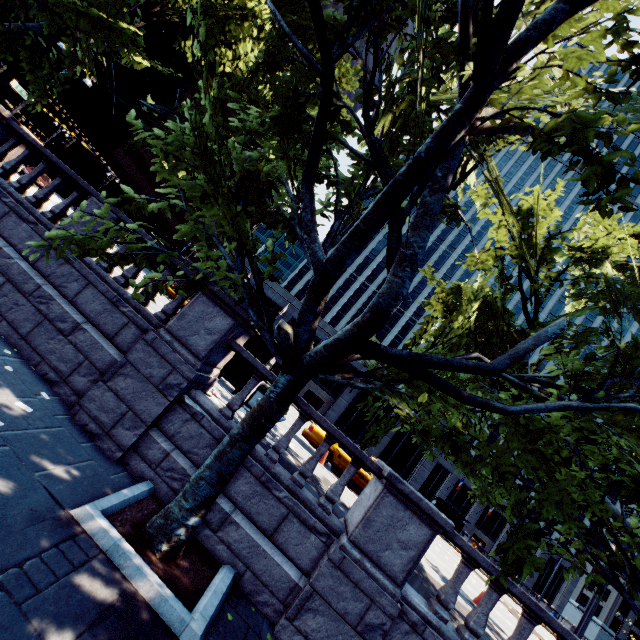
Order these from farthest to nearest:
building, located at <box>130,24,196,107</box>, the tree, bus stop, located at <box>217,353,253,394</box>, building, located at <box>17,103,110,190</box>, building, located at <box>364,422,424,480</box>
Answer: building, located at <box>130,24,196,107</box>
building, located at <box>17,103,110,190</box>
building, located at <box>364,422,424,480</box>
bus stop, located at <box>217,353,253,394</box>
the tree

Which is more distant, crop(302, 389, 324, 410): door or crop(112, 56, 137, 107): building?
crop(112, 56, 137, 107): building

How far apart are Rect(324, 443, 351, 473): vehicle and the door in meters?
22.1 m

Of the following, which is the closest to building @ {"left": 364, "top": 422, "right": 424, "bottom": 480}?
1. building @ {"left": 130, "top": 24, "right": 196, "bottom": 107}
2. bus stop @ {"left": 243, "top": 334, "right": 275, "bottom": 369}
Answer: bus stop @ {"left": 243, "top": 334, "right": 275, "bottom": 369}

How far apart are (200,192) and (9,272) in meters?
5.6 m

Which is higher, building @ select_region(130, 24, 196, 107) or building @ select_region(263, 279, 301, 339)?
building @ select_region(130, 24, 196, 107)

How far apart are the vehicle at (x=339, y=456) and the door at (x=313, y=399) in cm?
2208
